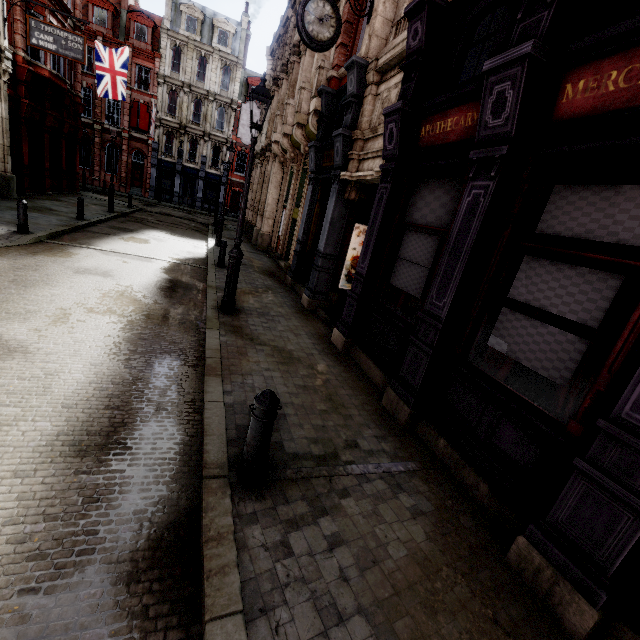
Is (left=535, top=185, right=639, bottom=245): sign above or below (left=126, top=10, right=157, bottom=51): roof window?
below

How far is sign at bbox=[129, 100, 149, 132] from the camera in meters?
33.0 m

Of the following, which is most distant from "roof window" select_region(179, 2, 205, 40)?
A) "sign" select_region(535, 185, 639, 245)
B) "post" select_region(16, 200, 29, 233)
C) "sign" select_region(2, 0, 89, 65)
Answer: "sign" select_region(535, 185, 639, 245)

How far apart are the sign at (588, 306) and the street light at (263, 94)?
5.3m

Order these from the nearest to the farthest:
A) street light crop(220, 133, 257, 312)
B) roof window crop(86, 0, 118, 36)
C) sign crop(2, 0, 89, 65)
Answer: street light crop(220, 133, 257, 312) < sign crop(2, 0, 89, 65) < roof window crop(86, 0, 118, 36)

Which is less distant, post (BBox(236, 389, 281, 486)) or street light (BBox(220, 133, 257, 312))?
post (BBox(236, 389, 281, 486))

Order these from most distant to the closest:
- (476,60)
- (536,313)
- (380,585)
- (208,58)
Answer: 1. (208,58)
2. (476,60)
3. (536,313)
4. (380,585)

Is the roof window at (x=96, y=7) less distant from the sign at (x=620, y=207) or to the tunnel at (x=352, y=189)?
the tunnel at (x=352, y=189)
